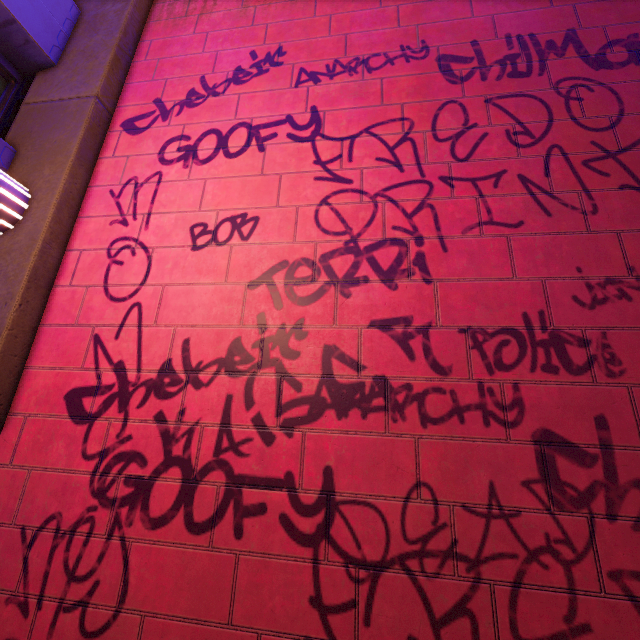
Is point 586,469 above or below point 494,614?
above
